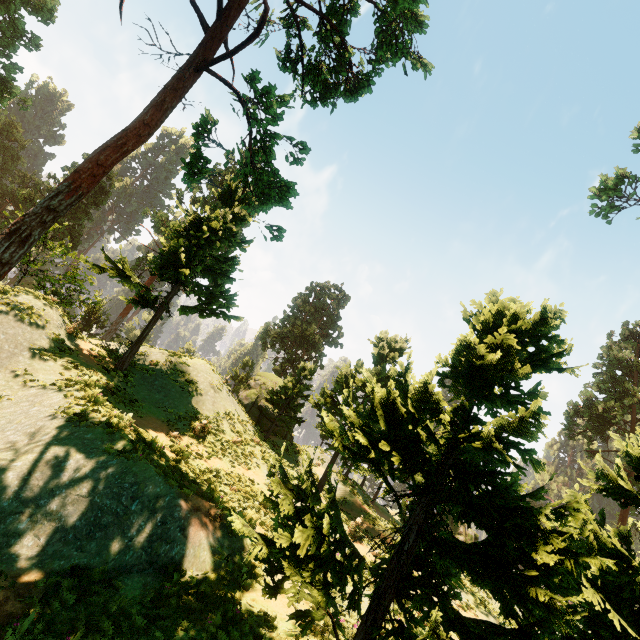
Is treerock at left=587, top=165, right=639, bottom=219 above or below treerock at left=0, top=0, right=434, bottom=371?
above

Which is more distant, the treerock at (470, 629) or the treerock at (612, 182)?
the treerock at (612, 182)

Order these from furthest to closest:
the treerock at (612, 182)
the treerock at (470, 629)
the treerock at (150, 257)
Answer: the treerock at (612, 182) → the treerock at (150, 257) → the treerock at (470, 629)

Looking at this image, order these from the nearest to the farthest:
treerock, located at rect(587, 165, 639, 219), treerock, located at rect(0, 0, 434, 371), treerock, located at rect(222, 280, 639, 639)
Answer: treerock, located at rect(222, 280, 639, 639) → treerock, located at rect(0, 0, 434, 371) → treerock, located at rect(587, 165, 639, 219)

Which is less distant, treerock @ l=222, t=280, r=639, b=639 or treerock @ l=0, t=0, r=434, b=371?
treerock @ l=222, t=280, r=639, b=639

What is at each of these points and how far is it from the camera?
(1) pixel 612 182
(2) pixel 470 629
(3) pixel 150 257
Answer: (1) treerock, 17.1 meters
(2) treerock, 2.8 meters
(3) treerock, 13.8 meters
